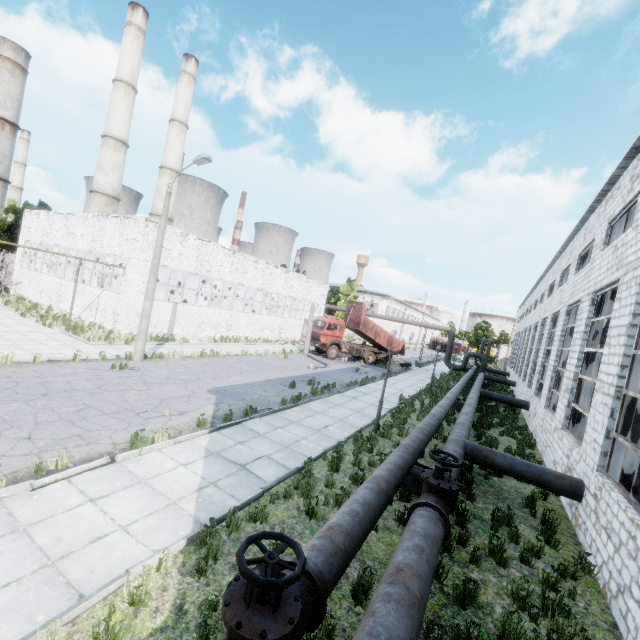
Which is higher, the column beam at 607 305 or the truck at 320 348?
the column beam at 607 305

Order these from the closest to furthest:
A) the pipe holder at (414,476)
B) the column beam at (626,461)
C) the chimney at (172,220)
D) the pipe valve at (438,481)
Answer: the pipe valve at (438,481)
the column beam at (626,461)
the pipe holder at (414,476)
the chimney at (172,220)

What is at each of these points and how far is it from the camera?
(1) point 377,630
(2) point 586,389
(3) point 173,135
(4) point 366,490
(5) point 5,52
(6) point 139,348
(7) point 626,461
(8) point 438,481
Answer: A:
(1) pipe, 3.2 meters
(2) column beam, 12.0 meters
(3) chimney, 41.1 meters
(4) pipe, 5.8 meters
(5) chimney, 59.3 meters
(6) lamp post, 15.9 meters
(7) column beam, 8.0 meters
(8) pipe valve, 6.2 meters

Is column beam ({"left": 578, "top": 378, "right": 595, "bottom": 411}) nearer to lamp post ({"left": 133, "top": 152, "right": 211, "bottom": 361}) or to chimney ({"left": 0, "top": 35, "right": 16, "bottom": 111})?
lamp post ({"left": 133, "top": 152, "right": 211, "bottom": 361})

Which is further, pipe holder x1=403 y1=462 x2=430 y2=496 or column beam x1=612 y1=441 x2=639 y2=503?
pipe holder x1=403 y1=462 x2=430 y2=496

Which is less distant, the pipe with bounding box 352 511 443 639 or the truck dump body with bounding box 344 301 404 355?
the pipe with bounding box 352 511 443 639

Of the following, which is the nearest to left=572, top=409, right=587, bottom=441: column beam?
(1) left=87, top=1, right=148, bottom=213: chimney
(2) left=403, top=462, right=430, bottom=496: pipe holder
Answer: (2) left=403, top=462, right=430, bottom=496: pipe holder

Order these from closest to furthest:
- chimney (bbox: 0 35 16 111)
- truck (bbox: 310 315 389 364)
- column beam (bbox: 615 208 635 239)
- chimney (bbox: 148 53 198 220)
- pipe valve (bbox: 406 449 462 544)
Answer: pipe valve (bbox: 406 449 462 544)
column beam (bbox: 615 208 635 239)
truck (bbox: 310 315 389 364)
chimney (bbox: 148 53 198 220)
chimney (bbox: 0 35 16 111)
